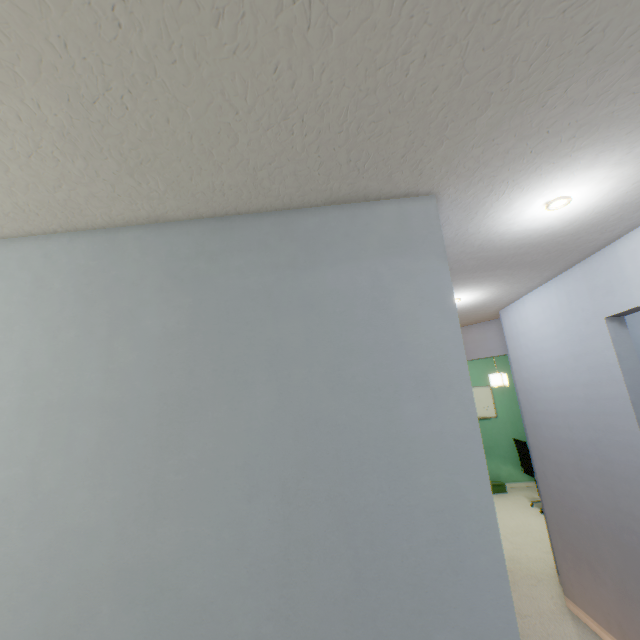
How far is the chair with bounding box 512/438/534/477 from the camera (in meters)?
4.76

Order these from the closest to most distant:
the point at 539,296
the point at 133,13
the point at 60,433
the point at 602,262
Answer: the point at 133,13 < the point at 60,433 < the point at 602,262 < the point at 539,296

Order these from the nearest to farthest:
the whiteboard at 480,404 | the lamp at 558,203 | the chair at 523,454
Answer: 1. the lamp at 558,203
2. the chair at 523,454
3. the whiteboard at 480,404

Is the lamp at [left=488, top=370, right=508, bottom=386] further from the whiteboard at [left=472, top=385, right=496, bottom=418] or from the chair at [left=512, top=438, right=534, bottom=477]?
the whiteboard at [left=472, top=385, right=496, bottom=418]

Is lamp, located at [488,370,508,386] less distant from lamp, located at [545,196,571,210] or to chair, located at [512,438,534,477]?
chair, located at [512,438,534,477]

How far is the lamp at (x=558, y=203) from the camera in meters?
1.4

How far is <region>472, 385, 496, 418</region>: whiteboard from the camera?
6.3 meters

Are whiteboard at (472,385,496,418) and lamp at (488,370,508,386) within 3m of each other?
yes
